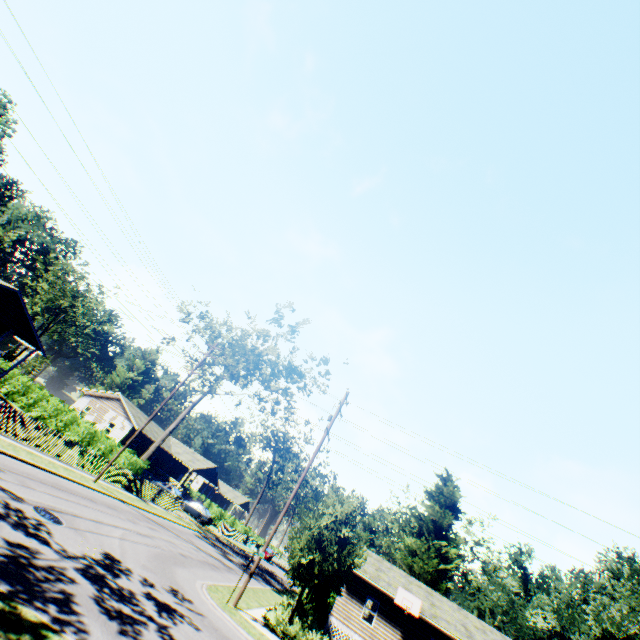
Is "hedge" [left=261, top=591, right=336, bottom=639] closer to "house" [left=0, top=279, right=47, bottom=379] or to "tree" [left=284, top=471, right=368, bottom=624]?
"tree" [left=284, top=471, right=368, bottom=624]

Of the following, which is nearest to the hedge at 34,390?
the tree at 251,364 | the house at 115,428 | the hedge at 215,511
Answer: the tree at 251,364

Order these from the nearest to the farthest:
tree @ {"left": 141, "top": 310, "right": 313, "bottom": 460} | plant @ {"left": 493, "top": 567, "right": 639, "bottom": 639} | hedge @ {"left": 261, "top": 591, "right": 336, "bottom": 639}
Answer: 1. hedge @ {"left": 261, "top": 591, "right": 336, "bottom": 639}
2. tree @ {"left": 141, "top": 310, "right": 313, "bottom": 460}
3. plant @ {"left": 493, "top": 567, "right": 639, "bottom": 639}

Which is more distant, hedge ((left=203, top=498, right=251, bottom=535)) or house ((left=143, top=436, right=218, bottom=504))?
hedge ((left=203, top=498, right=251, bottom=535))

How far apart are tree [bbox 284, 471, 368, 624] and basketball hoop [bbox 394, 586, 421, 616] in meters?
11.7 m

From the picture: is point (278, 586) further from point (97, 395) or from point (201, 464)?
point (97, 395)

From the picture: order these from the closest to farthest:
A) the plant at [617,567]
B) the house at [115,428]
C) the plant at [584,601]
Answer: the plant at [584,601]
the house at [115,428]
the plant at [617,567]

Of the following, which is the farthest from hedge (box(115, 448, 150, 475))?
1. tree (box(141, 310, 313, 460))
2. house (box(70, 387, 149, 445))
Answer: house (box(70, 387, 149, 445))
